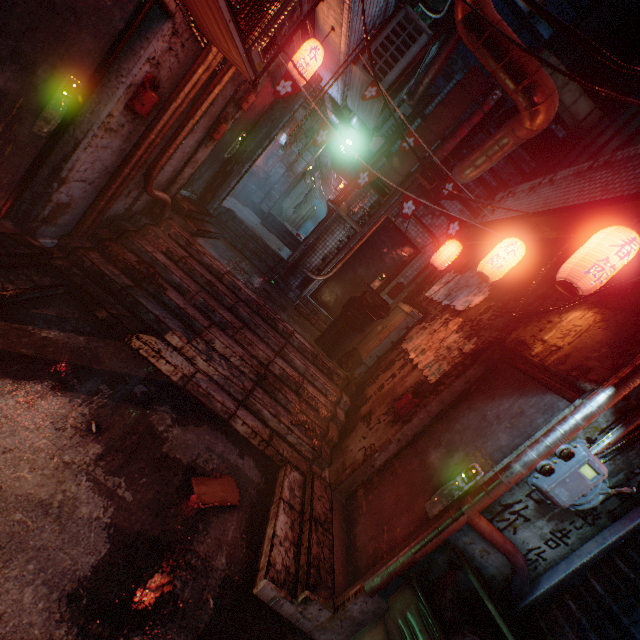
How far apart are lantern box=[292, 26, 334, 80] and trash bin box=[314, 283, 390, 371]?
2.6m

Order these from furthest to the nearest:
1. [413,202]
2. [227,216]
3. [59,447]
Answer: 1. [227,216]
2. [413,202]
3. [59,447]

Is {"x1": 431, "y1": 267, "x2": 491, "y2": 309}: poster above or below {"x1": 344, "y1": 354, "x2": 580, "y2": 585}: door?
above

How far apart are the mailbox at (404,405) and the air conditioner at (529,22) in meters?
31.5 m

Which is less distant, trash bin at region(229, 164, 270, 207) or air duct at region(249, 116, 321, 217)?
trash bin at region(229, 164, 270, 207)

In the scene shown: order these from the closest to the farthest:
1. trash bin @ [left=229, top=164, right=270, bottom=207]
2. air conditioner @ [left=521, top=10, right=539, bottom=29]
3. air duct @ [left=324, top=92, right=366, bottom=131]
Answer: air duct @ [left=324, top=92, right=366, bottom=131] → trash bin @ [left=229, top=164, right=270, bottom=207] → air conditioner @ [left=521, top=10, right=539, bottom=29]

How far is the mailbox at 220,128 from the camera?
3.8 meters

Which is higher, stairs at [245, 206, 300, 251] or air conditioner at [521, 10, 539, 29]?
air conditioner at [521, 10, 539, 29]
